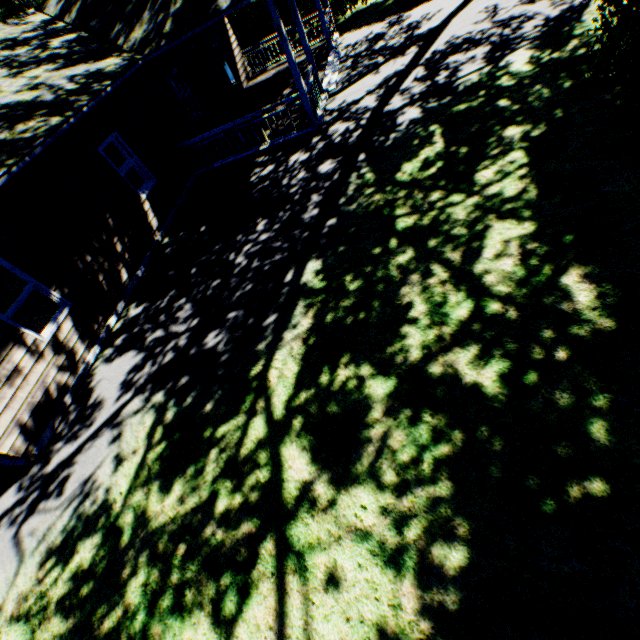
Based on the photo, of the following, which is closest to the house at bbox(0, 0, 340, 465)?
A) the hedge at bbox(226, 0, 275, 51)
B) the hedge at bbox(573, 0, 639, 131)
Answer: the hedge at bbox(226, 0, 275, 51)

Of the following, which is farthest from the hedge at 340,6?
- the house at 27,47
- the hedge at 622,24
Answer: the hedge at 622,24

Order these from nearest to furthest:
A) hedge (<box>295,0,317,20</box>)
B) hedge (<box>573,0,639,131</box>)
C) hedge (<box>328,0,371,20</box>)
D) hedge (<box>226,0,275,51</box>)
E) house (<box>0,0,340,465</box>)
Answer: hedge (<box>573,0,639,131</box>) < house (<box>0,0,340,465</box>) < hedge (<box>328,0,371,20</box>) < hedge (<box>295,0,317,20</box>) < hedge (<box>226,0,275,51</box>)

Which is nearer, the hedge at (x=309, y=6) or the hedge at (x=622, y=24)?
the hedge at (x=622, y=24)

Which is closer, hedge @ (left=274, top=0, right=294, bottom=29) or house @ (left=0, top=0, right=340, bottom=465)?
house @ (left=0, top=0, right=340, bottom=465)

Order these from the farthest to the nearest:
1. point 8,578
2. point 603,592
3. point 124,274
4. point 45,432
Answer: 1. point 124,274
2. point 45,432
3. point 8,578
4. point 603,592
